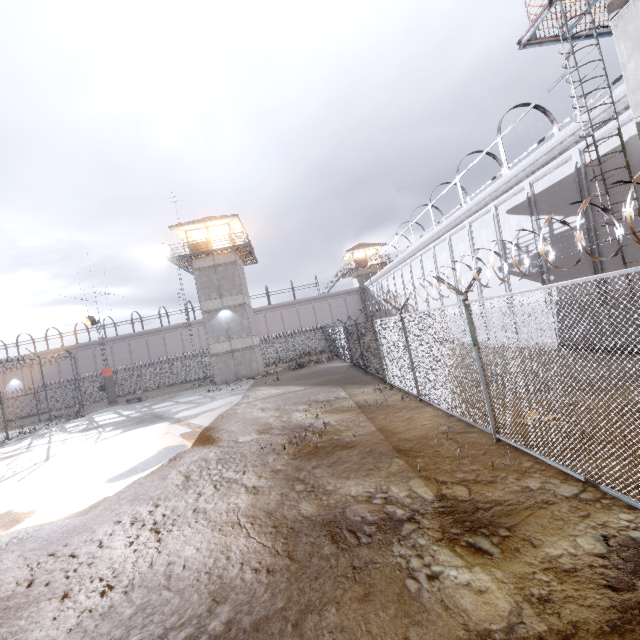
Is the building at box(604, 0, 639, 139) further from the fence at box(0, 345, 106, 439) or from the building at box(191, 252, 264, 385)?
the building at box(191, 252, 264, 385)

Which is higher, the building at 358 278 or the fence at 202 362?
the building at 358 278

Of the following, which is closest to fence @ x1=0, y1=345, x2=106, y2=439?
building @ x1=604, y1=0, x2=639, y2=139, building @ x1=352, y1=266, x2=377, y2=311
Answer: building @ x1=604, y1=0, x2=639, y2=139

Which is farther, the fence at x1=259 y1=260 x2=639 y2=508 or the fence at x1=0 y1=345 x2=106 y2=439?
the fence at x1=0 y1=345 x2=106 y2=439

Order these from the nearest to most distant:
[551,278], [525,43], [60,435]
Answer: [525,43], [551,278], [60,435]

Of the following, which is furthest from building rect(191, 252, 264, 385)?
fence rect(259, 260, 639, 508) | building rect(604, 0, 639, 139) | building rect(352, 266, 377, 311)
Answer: building rect(604, 0, 639, 139)

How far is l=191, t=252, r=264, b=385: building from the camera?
29.16m

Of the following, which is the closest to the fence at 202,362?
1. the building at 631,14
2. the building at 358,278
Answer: the building at 631,14
